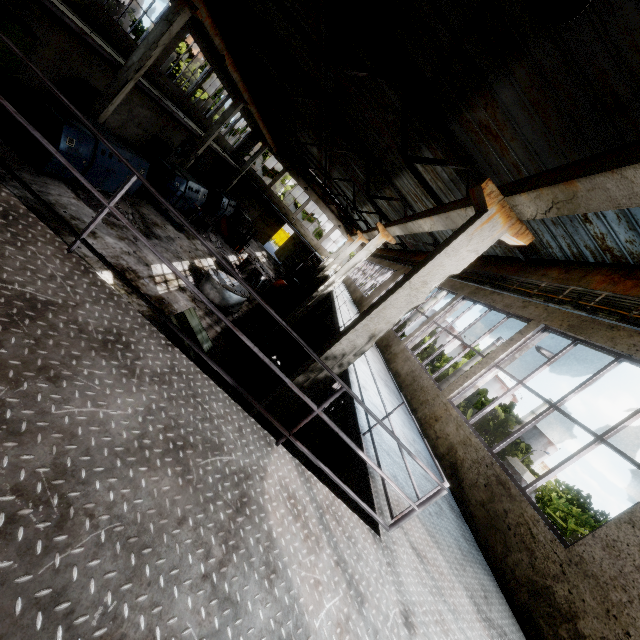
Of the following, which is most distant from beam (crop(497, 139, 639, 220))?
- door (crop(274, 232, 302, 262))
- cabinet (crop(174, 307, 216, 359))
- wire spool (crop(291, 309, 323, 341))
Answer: cabinet (crop(174, 307, 216, 359))

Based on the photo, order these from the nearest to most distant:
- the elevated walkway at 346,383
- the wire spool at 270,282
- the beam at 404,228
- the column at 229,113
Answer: the elevated walkway at 346,383
the beam at 404,228
the wire spool at 270,282
the column at 229,113

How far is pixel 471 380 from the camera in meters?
7.3 m

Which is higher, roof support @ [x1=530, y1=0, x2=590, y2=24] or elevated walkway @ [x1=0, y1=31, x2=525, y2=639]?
roof support @ [x1=530, y1=0, x2=590, y2=24]

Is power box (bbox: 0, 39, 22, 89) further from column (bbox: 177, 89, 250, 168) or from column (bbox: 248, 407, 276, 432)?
column (bbox: 248, 407, 276, 432)

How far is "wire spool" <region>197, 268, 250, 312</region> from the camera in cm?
1339

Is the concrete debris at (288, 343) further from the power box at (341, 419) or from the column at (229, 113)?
the column at (229, 113)

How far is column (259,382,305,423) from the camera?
5.84m
